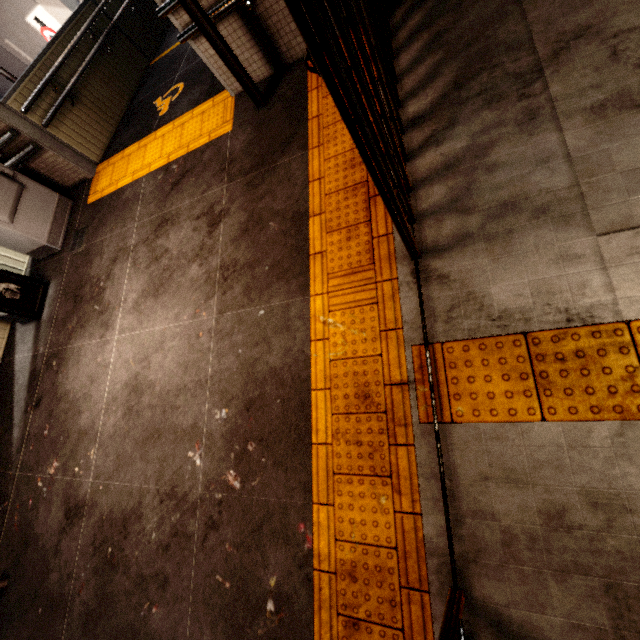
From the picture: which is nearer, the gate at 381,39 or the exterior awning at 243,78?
the gate at 381,39

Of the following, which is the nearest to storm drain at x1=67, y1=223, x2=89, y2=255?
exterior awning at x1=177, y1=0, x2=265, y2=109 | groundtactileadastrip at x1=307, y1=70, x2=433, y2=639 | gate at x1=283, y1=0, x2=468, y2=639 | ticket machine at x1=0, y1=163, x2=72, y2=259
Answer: ticket machine at x1=0, y1=163, x2=72, y2=259

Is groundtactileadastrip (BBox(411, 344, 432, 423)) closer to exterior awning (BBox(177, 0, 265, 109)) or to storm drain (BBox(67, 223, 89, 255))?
exterior awning (BBox(177, 0, 265, 109))

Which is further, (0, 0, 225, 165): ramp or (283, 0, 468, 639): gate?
(0, 0, 225, 165): ramp

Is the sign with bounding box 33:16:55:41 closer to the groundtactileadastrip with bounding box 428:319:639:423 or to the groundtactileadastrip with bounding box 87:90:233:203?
the groundtactileadastrip with bounding box 87:90:233:203

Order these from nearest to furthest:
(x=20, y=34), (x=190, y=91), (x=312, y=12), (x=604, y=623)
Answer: (x=312, y=12), (x=604, y=623), (x=190, y=91), (x=20, y=34)

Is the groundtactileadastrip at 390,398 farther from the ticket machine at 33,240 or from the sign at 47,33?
the sign at 47,33

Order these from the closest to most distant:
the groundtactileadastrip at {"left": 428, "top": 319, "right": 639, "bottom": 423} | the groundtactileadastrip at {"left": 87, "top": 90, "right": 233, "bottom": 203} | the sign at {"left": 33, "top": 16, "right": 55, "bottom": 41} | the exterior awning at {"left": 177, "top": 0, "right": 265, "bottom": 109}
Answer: the groundtactileadastrip at {"left": 428, "top": 319, "right": 639, "bottom": 423}
the exterior awning at {"left": 177, "top": 0, "right": 265, "bottom": 109}
the groundtactileadastrip at {"left": 87, "top": 90, "right": 233, "bottom": 203}
the sign at {"left": 33, "top": 16, "right": 55, "bottom": 41}
